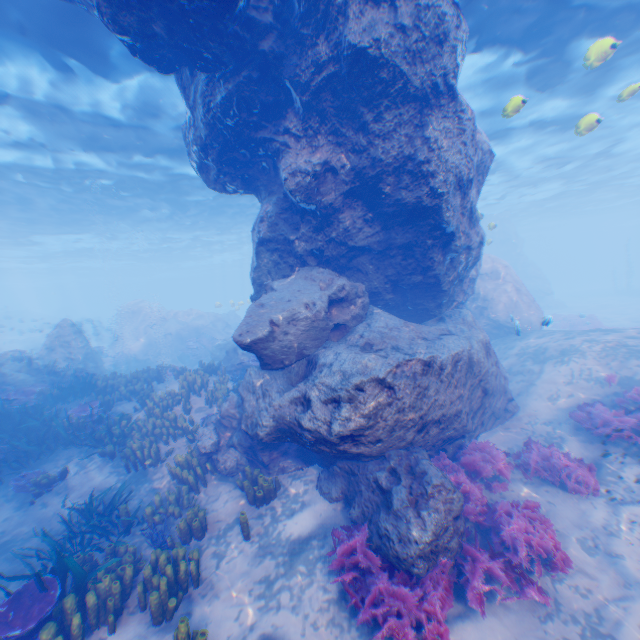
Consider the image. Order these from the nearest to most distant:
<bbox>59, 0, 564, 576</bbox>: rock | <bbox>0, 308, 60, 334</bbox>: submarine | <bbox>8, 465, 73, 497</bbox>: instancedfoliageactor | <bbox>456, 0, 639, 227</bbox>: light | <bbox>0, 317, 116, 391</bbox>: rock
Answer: <bbox>59, 0, 564, 576</bbox>: rock
<bbox>8, 465, 73, 497</bbox>: instancedfoliageactor
<bbox>456, 0, 639, 227</bbox>: light
<bbox>0, 317, 116, 391</bbox>: rock
<bbox>0, 308, 60, 334</bbox>: submarine

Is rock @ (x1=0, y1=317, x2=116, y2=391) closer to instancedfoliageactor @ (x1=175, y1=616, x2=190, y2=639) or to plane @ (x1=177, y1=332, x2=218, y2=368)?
plane @ (x1=177, y1=332, x2=218, y2=368)

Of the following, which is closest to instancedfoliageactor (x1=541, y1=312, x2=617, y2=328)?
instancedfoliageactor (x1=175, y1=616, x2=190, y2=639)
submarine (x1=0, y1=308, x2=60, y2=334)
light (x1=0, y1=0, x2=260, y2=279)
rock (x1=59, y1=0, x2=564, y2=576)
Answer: rock (x1=59, y1=0, x2=564, y2=576)

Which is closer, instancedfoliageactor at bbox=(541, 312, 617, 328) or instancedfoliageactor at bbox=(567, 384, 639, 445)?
instancedfoliageactor at bbox=(567, 384, 639, 445)

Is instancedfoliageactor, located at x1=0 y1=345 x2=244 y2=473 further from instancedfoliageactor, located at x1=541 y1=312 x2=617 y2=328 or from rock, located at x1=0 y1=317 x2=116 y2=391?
instancedfoliageactor, located at x1=541 y1=312 x2=617 y2=328

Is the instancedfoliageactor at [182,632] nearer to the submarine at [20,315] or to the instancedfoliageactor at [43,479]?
the instancedfoliageactor at [43,479]

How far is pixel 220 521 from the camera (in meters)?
7.19

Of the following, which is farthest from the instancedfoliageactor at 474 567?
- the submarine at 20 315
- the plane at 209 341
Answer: the submarine at 20 315
